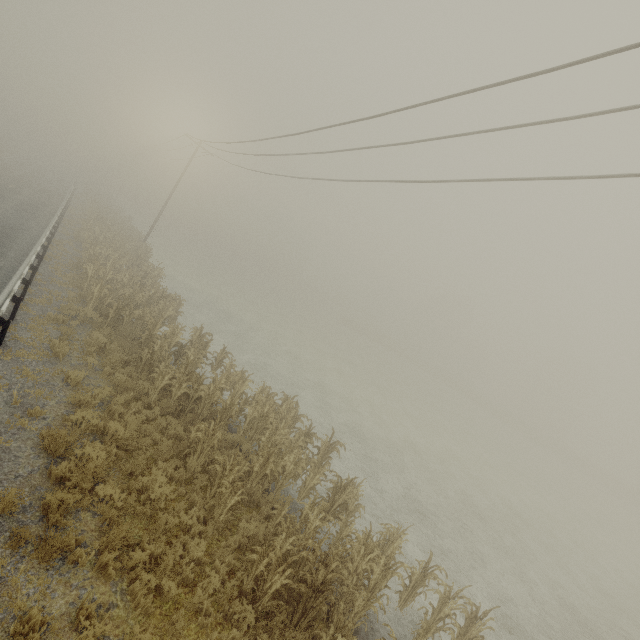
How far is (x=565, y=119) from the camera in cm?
581

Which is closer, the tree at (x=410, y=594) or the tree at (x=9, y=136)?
the tree at (x=410, y=594)

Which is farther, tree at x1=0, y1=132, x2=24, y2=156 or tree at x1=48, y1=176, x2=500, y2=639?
tree at x1=0, y1=132, x2=24, y2=156
